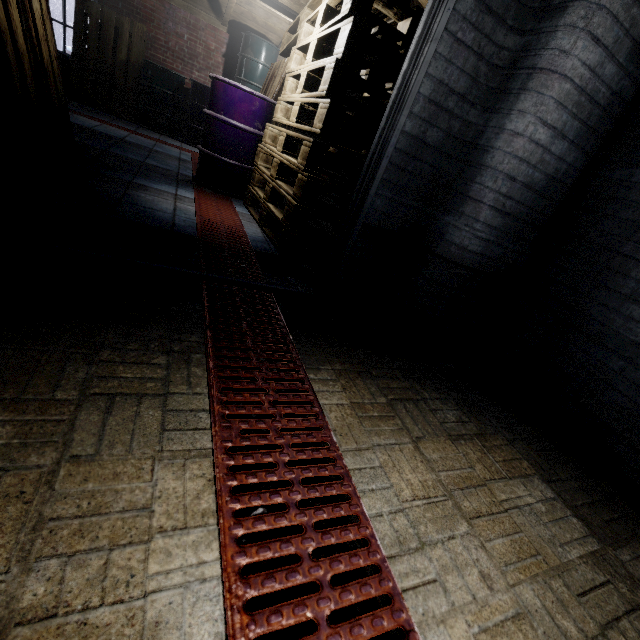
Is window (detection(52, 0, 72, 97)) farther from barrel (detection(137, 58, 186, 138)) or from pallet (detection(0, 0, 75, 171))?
pallet (detection(0, 0, 75, 171))

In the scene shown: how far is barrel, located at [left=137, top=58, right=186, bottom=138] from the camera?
5.5 meters

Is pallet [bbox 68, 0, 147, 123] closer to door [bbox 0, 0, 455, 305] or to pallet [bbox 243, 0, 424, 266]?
pallet [bbox 243, 0, 424, 266]

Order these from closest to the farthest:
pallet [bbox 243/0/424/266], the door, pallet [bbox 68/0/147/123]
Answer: the door → pallet [bbox 243/0/424/266] → pallet [bbox 68/0/147/123]

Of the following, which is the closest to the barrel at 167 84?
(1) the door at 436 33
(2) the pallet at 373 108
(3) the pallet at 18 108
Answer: (2) the pallet at 373 108

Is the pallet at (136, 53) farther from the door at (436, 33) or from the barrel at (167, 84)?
the door at (436, 33)

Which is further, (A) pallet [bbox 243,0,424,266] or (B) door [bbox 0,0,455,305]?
(A) pallet [bbox 243,0,424,266]

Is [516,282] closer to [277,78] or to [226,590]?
[226,590]
